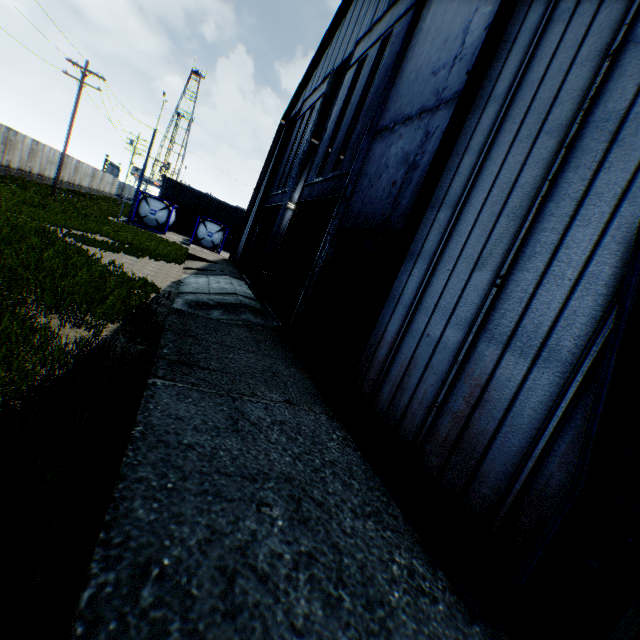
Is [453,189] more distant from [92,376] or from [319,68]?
[319,68]

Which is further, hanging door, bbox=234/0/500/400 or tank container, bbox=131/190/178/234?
tank container, bbox=131/190/178/234

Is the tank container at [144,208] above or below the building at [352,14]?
below

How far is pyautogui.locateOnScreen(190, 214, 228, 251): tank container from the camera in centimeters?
3106cm

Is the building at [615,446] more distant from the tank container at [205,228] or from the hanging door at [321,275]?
the tank container at [205,228]

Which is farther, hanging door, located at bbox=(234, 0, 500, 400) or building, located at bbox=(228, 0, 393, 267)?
building, located at bbox=(228, 0, 393, 267)

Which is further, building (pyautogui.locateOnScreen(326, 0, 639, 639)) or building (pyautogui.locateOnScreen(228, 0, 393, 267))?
building (pyautogui.locateOnScreen(228, 0, 393, 267))

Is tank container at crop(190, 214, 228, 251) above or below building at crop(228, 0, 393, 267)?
below
